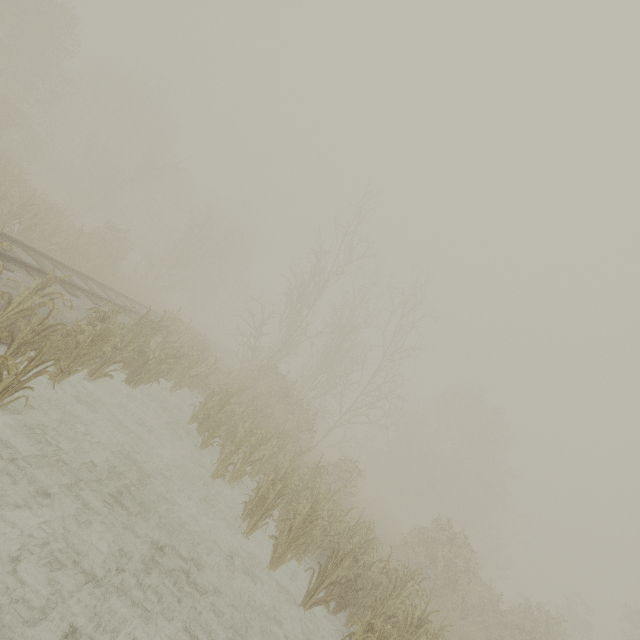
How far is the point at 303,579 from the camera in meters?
8.0 m
